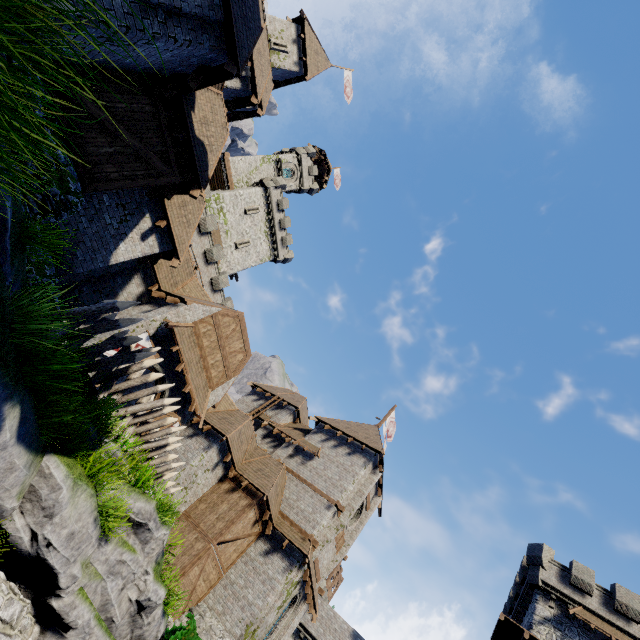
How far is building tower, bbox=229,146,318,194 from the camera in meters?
42.0 m

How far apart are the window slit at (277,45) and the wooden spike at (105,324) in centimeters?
2384cm

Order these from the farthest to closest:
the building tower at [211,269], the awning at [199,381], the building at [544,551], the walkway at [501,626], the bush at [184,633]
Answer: the building tower at [211,269] → the building at [544,551] → the walkway at [501,626] → the awning at [199,381] → the bush at [184,633]

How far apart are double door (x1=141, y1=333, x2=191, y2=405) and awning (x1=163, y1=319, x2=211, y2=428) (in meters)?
0.45

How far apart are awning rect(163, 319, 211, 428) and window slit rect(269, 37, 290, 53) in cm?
2059

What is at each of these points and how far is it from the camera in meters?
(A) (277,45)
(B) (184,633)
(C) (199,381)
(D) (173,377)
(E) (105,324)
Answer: (A) window slit, 23.2 m
(B) bush, 14.5 m
(C) awning, 17.2 m
(D) double door, 16.6 m
(E) wooden spike, 7.5 m

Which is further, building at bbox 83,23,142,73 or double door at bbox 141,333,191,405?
double door at bbox 141,333,191,405

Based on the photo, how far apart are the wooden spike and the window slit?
23.8m
